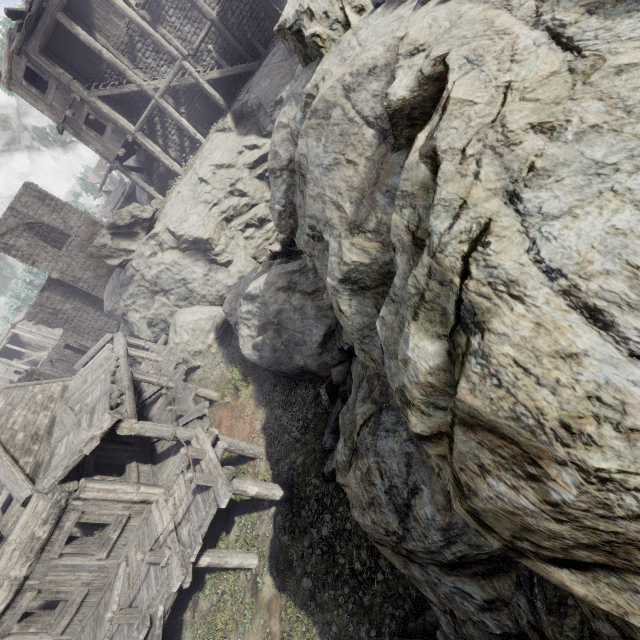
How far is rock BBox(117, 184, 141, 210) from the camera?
27.39m

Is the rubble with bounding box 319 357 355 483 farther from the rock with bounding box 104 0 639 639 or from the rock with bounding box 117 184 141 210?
the rock with bounding box 117 184 141 210

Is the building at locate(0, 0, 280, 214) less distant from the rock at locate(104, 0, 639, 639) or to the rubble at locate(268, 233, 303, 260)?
the rock at locate(104, 0, 639, 639)

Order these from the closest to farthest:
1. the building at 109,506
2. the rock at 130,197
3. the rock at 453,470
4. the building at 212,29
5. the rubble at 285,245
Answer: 1. the rock at 453,470
2. the building at 109,506
3. the rubble at 285,245
4. the building at 212,29
5. the rock at 130,197

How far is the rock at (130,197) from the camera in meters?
27.4

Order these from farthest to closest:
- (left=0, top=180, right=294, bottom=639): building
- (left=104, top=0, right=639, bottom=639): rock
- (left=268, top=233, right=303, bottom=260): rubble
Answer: (left=268, top=233, right=303, bottom=260): rubble < (left=0, top=180, right=294, bottom=639): building < (left=104, top=0, right=639, bottom=639): rock

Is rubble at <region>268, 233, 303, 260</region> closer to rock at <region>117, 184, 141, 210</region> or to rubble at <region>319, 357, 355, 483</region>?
rubble at <region>319, 357, 355, 483</region>

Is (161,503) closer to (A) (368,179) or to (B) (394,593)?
(B) (394,593)
